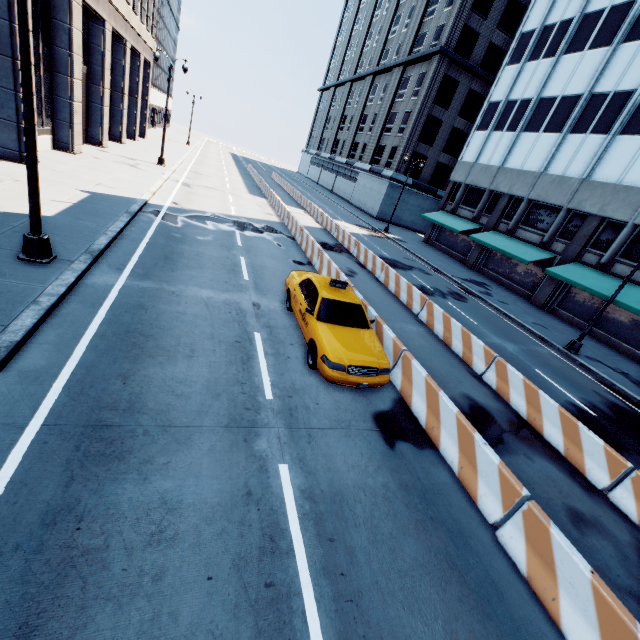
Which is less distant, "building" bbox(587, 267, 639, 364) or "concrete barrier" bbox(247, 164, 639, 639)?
"concrete barrier" bbox(247, 164, 639, 639)

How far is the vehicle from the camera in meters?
7.2 m

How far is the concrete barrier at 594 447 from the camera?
7.4m

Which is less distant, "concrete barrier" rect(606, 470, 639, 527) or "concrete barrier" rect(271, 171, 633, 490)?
"concrete barrier" rect(606, 470, 639, 527)

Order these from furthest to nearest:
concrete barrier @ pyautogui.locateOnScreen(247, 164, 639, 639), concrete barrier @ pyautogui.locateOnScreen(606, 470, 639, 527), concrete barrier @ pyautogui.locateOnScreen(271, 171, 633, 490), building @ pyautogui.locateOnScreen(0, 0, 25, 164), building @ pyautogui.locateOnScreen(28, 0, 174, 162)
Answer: building @ pyautogui.locateOnScreen(28, 0, 174, 162) → building @ pyautogui.locateOnScreen(0, 0, 25, 164) → concrete barrier @ pyautogui.locateOnScreen(271, 171, 633, 490) → concrete barrier @ pyautogui.locateOnScreen(606, 470, 639, 527) → concrete barrier @ pyautogui.locateOnScreen(247, 164, 639, 639)

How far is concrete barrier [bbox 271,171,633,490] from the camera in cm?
744

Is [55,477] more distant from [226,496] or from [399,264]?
[399,264]

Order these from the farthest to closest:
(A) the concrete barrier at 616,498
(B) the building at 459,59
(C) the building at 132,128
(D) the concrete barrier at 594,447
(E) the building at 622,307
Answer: (B) the building at 459,59
(E) the building at 622,307
(C) the building at 132,128
(D) the concrete barrier at 594,447
(A) the concrete barrier at 616,498
